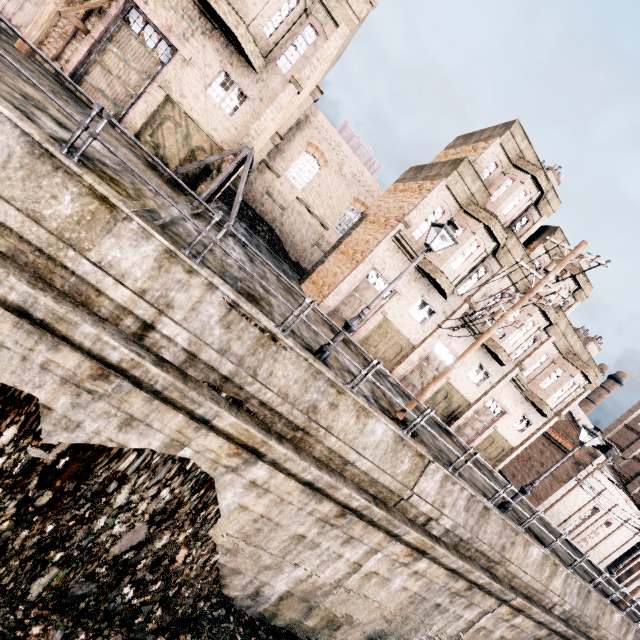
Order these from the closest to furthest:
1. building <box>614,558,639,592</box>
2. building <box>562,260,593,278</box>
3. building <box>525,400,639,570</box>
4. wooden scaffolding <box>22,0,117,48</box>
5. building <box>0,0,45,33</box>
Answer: A:
wooden scaffolding <box>22,0,117,48</box>
building <box>0,0,45,33</box>
building <box>562,260,593,278</box>
building <box>525,400,639,570</box>
building <box>614,558,639,592</box>

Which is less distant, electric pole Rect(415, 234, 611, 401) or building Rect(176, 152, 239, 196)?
electric pole Rect(415, 234, 611, 401)

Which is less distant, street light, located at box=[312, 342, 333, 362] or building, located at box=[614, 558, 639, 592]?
street light, located at box=[312, 342, 333, 362]

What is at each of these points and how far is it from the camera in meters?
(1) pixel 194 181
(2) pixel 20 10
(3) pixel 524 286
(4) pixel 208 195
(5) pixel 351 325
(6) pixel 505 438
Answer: (1) building, 16.3
(2) building, 13.0
(3) building, 22.2
(4) wooden support structure, 15.4
(5) street light, 9.8
(6) building, 27.9

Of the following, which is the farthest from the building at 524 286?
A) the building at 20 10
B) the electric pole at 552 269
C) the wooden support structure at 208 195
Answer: the building at 20 10

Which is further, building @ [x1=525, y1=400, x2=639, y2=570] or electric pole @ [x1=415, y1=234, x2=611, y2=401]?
building @ [x1=525, y1=400, x2=639, y2=570]

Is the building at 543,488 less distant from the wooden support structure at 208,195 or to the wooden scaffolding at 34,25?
the wooden support structure at 208,195

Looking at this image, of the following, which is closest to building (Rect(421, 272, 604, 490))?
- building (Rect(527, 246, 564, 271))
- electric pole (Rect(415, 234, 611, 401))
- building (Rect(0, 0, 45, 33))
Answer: building (Rect(527, 246, 564, 271))
